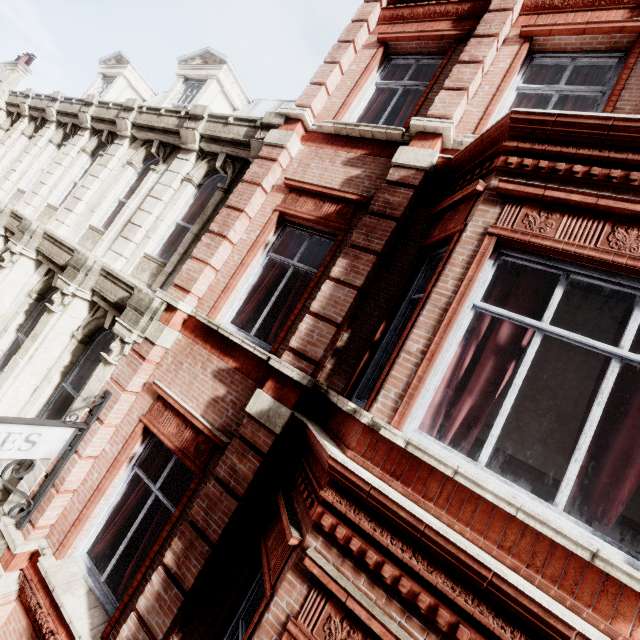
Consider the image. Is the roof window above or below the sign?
above

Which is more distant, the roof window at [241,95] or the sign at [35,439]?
the roof window at [241,95]

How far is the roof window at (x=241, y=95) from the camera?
9.6 meters

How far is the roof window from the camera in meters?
9.6

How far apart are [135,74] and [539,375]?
16.53m

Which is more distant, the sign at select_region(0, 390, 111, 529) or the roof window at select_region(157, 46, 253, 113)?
the roof window at select_region(157, 46, 253, 113)
